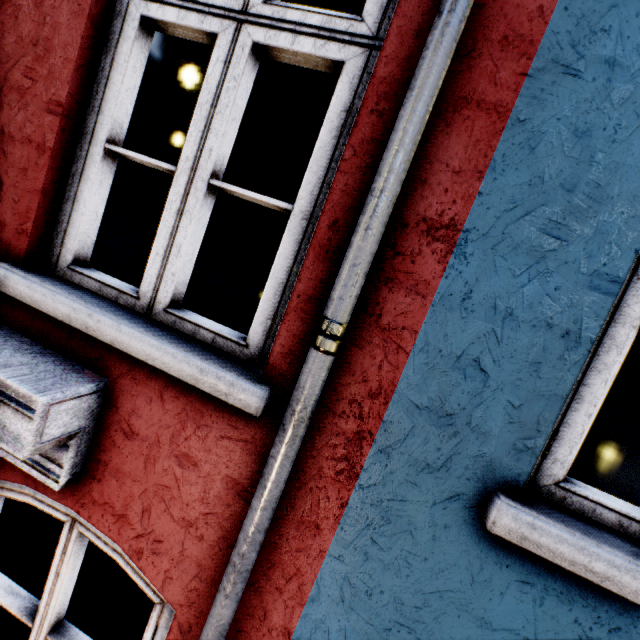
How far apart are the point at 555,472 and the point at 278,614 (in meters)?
1.04
